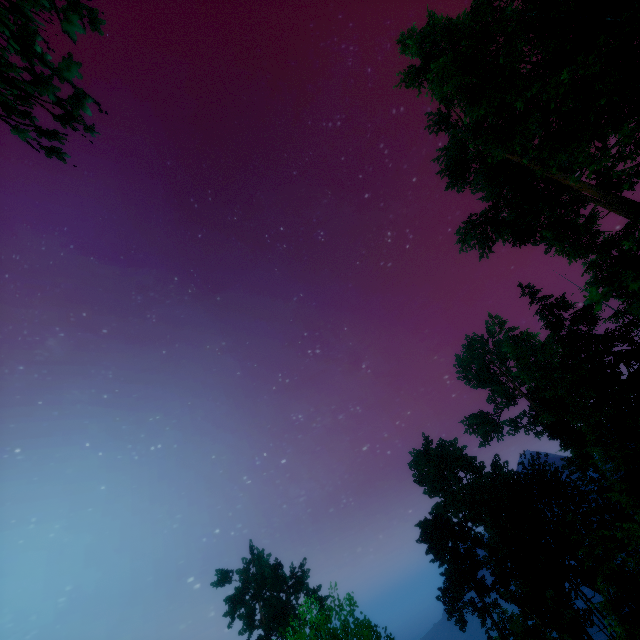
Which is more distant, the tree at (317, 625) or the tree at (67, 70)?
the tree at (317, 625)

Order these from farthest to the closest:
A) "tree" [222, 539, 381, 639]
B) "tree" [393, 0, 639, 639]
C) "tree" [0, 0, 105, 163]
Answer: "tree" [222, 539, 381, 639] < "tree" [393, 0, 639, 639] < "tree" [0, 0, 105, 163]

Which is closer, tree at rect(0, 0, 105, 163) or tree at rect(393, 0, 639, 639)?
tree at rect(0, 0, 105, 163)

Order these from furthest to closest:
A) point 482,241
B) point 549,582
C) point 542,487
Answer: point 542,487 → point 482,241 → point 549,582

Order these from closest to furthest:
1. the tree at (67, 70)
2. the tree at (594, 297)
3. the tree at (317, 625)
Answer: the tree at (67, 70)
the tree at (594, 297)
the tree at (317, 625)
